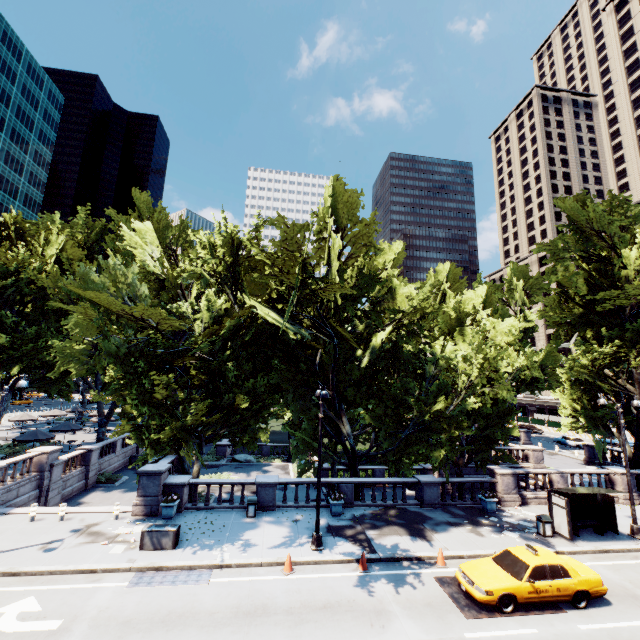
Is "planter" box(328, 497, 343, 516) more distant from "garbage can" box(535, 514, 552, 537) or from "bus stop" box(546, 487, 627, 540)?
"bus stop" box(546, 487, 627, 540)

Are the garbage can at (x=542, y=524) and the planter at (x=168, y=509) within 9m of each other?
no

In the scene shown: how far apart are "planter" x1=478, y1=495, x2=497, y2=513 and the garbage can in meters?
2.5 m

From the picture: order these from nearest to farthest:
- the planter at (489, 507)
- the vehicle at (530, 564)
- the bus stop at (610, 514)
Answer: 1. the vehicle at (530, 564)
2. the bus stop at (610, 514)
3. the planter at (489, 507)

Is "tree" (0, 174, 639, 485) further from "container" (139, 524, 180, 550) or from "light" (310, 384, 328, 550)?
"container" (139, 524, 180, 550)

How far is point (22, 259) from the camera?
27.1 meters

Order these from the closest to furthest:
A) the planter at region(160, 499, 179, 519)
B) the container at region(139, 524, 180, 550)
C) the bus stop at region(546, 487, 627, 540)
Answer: the container at region(139, 524, 180, 550)
the bus stop at region(546, 487, 627, 540)
the planter at region(160, 499, 179, 519)

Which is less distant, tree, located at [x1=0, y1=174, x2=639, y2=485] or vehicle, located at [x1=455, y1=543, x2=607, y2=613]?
vehicle, located at [x1=455, y1=543, x2=607, y2=613]
